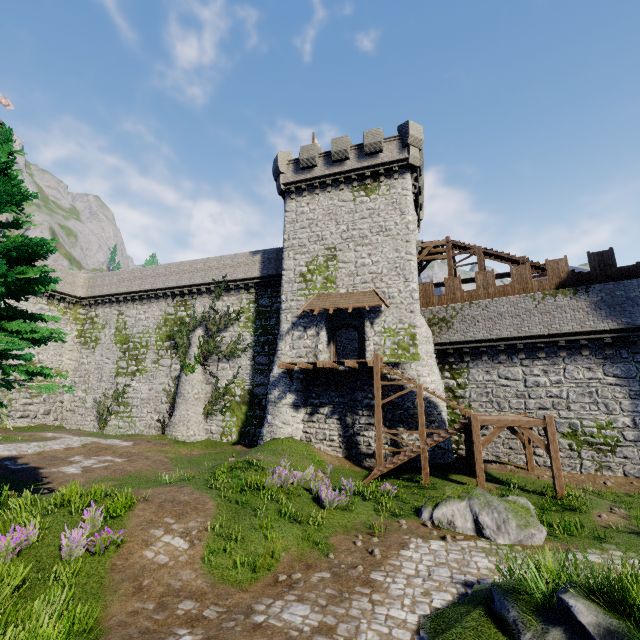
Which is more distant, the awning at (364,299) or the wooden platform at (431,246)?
the wooden platform at (431,246)

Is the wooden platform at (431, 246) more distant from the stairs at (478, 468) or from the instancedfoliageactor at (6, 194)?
the instancedfoliageactor at (6, 194)

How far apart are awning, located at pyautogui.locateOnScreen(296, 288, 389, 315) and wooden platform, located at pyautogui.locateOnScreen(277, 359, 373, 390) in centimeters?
309cm

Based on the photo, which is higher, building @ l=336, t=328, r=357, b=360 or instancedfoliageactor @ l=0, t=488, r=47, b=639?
building @ l=336, t=328, r=357, b=360

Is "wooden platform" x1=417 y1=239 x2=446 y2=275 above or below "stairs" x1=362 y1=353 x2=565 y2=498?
above

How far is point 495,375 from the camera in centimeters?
1992cm

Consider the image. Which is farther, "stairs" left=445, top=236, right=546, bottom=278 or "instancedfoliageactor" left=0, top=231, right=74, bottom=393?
"stairs" left=445, top=236, right=546, bottom=278

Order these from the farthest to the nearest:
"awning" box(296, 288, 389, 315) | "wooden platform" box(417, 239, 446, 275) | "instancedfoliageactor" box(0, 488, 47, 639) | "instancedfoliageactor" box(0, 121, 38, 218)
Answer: "wooden platform" box(417, 239, 446, 275), "awning" box(296, 288, 389, 315), "instancedfoliageactor" box(0, 121, 38, 218), "instancedfoliageactor" box(0, 488, 47, 639)
